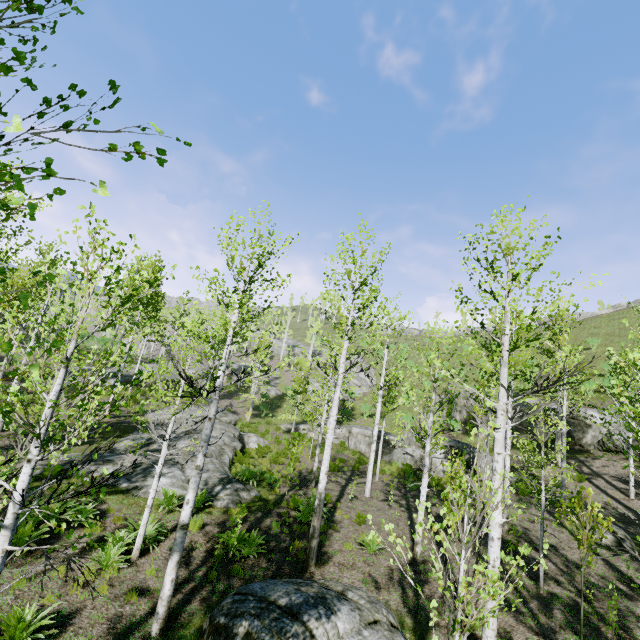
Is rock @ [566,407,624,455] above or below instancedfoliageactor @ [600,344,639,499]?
below

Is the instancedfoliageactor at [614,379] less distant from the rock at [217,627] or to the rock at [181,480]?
the rock at [217,627]

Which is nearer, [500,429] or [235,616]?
[235,616]

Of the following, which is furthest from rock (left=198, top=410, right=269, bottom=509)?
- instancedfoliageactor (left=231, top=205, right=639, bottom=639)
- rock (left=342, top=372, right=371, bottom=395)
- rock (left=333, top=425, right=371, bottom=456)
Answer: rock (left=342, top=372, right=371, bottom=395)

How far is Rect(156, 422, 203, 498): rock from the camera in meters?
12.1

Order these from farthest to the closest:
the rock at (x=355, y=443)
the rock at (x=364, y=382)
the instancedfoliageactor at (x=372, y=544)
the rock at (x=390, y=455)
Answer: the rock at (x=364, y=382), the rock at (x=355, y=443), the rock at (x=390, y=455), the instancedfoliageactor at (x=372, y=544)

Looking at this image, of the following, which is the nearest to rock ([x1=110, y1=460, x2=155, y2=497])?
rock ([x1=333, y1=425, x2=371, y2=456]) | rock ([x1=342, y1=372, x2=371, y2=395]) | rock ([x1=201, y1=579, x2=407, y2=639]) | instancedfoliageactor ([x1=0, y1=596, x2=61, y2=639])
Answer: rock ([x1=201, y1=579, x2=407, y2=639])

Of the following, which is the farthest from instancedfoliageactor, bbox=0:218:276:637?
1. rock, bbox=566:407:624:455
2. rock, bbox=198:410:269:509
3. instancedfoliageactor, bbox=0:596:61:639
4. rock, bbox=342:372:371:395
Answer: rock, bbox=566:407:624:455
